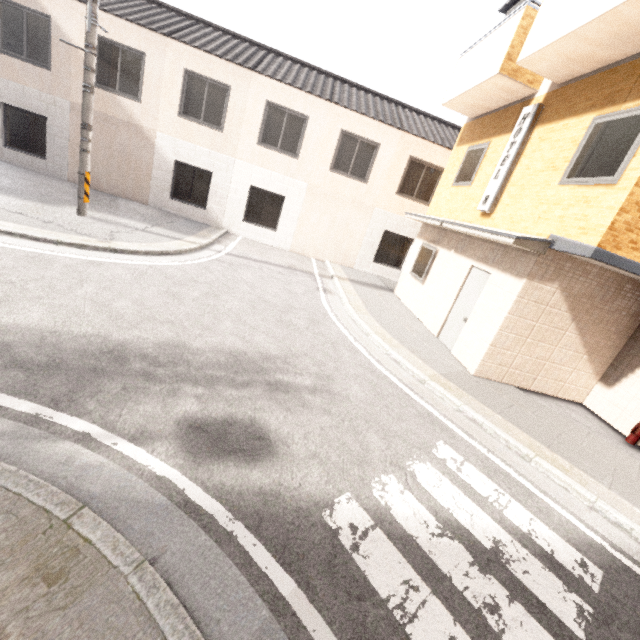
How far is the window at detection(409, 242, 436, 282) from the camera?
10.1m

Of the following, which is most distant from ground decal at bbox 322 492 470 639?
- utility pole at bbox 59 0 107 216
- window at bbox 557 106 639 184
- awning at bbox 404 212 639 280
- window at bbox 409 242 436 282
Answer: utility pole at bbox 59 0 107 216

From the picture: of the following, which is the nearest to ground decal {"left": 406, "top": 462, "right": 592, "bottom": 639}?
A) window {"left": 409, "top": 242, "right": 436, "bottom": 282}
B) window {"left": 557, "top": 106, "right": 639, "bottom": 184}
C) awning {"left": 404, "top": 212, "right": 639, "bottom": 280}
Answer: awning {"left": 404, "top": 212, "right": 639, "bottom": 280}

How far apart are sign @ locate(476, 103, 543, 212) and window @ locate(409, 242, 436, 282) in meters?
1.7 m

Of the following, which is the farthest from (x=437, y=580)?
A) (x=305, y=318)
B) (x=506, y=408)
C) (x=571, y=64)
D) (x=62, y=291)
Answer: (x=571, y=64)

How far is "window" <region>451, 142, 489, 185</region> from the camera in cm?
893

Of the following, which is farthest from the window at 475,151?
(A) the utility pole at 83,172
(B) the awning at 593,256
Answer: (A) the utility pole at 83,172

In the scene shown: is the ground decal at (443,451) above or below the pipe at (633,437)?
below
